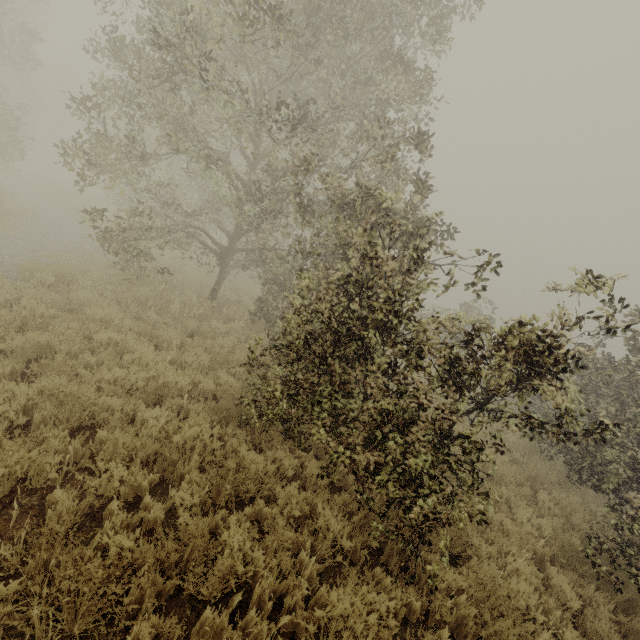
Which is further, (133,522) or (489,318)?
(489,318)
